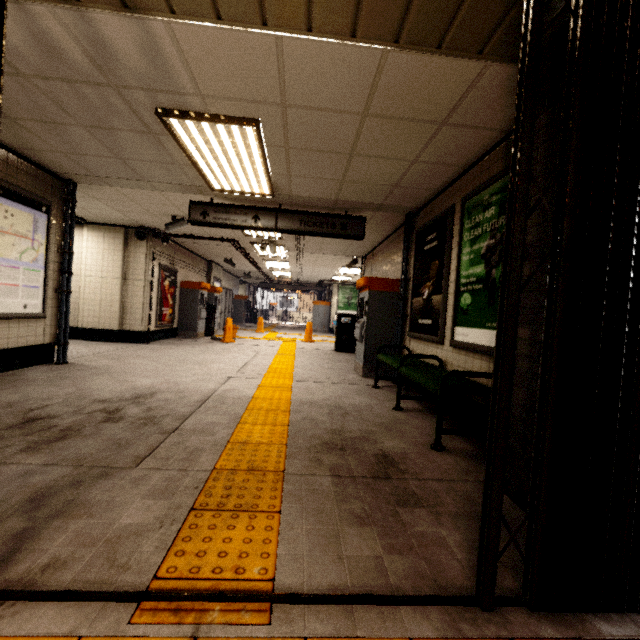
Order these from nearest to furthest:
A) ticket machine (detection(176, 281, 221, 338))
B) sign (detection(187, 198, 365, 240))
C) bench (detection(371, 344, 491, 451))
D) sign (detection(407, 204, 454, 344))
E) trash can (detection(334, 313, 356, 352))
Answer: bench (detection(371, 344, 491, 451))
sign (detection(407, 204, 454, 344))
sign (detection(187, 198, 365, 240))
trash can (detection(334, 313, 356, 352))
ticket machine (detection(176, 281, 221, 338))

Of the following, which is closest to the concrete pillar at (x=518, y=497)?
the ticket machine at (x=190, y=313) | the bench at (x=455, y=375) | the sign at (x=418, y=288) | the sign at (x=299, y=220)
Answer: the bench at (x=455, y=375)

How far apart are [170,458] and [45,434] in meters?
1.2 m

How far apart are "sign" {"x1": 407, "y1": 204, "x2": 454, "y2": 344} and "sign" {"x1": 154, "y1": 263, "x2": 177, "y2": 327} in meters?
6.9

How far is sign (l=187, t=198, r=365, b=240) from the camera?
5.5 meters

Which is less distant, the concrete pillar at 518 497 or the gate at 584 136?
the gate at 584 136

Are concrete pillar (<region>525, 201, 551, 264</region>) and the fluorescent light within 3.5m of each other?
yes

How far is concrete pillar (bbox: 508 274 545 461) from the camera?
2.0 meters
